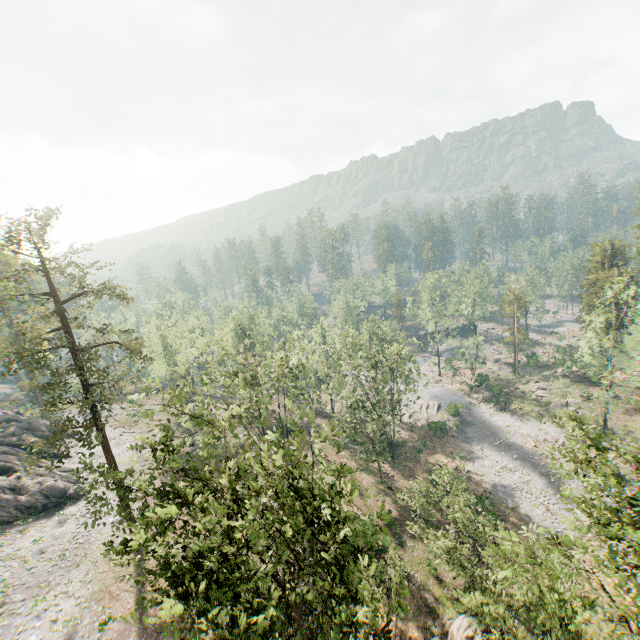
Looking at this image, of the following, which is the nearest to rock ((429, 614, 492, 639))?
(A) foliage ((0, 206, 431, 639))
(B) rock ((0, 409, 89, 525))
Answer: (A) foliage ((0, 206, 431, 639))

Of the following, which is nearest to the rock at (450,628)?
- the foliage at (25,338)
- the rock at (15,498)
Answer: the foliage at (25,338)

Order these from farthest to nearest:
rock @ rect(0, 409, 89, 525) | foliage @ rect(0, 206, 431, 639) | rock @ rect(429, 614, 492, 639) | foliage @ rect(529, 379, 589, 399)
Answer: foliage @ rect(529, 379, 589, 399), rock @ rect(0, 409, 89, 525), rock @ rect(429, 614, 492, 639), foliage @ rect(0, 206, 431, 639)

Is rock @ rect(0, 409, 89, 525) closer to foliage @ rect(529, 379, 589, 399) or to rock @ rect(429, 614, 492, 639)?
foliage @ rect(529, 379, 589, 399)

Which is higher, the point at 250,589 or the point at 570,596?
the point at 250,589

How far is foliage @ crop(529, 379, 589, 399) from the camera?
49.2m

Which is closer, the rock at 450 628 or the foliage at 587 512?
the foliage at 587 512
